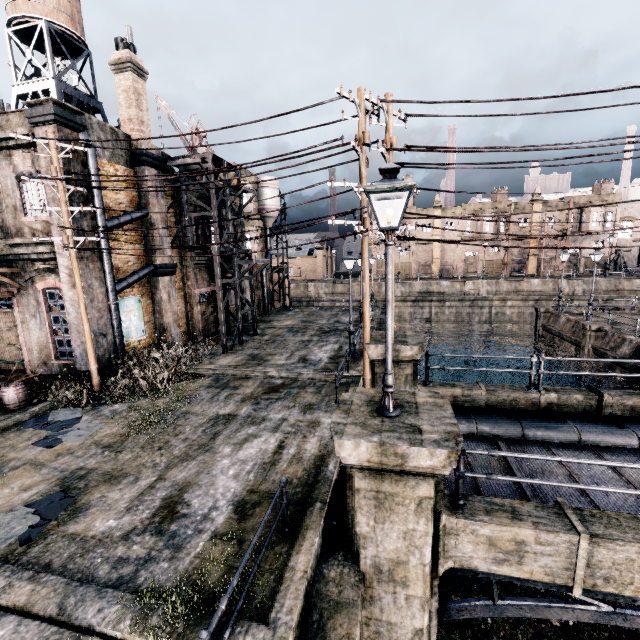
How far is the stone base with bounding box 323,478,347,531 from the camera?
6.58m

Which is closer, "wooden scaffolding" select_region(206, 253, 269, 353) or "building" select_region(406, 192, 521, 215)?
"wooden scaffolding" select_region(206, 253, 269, 353)

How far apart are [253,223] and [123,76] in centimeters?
1394cm

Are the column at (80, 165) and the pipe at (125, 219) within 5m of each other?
yes

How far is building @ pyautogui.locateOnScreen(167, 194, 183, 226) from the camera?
20.3m

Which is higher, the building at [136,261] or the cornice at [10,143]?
the cornice at [10,143]

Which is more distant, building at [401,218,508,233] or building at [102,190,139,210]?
building at [401,218,508,233]

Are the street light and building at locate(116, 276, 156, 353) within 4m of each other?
no
